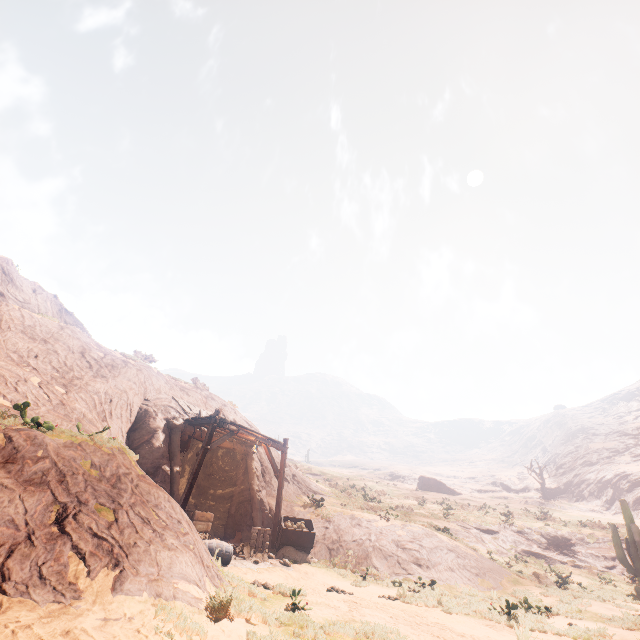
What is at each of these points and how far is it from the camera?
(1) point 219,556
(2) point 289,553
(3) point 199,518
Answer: (1) barrel, 10.2m
(2) rock, 13.1m
(3) wooden box, 11.3m

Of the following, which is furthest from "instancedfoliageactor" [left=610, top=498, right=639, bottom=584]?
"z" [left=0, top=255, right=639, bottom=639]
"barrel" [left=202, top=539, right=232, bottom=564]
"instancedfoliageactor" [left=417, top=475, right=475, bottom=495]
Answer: "instancedfoliageactor" [left=417, top=475, right=475, bottom=495]

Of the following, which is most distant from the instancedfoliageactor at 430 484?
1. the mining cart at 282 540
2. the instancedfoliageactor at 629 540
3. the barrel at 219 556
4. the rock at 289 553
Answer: the barrel at 219 556

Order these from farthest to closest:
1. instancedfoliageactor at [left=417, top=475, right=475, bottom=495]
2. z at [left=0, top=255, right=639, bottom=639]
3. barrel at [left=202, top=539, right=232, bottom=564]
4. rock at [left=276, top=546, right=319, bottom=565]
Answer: instancedfoliageactor at [left=417, top=475, right=475, bottom=495] → rock at [left=276, top=546, right=319, bottom=565] → barrel at [left=202, top=539, right=232, bottom=564] → z at [left=0, top=255, right=639, bottom=639]

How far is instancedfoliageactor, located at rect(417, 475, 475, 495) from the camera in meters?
52.9

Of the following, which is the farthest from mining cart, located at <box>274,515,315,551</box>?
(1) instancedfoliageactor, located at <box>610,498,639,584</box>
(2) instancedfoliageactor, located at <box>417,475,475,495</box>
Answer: (2) instancedfoliageactor, located at <box>417,475,475,495</box>

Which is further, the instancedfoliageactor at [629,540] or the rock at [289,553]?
the instancedfoliageactor at [629,540]

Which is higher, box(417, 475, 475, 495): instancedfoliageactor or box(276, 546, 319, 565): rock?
box(417, 475, 475, 495): instancedfoliageactor
